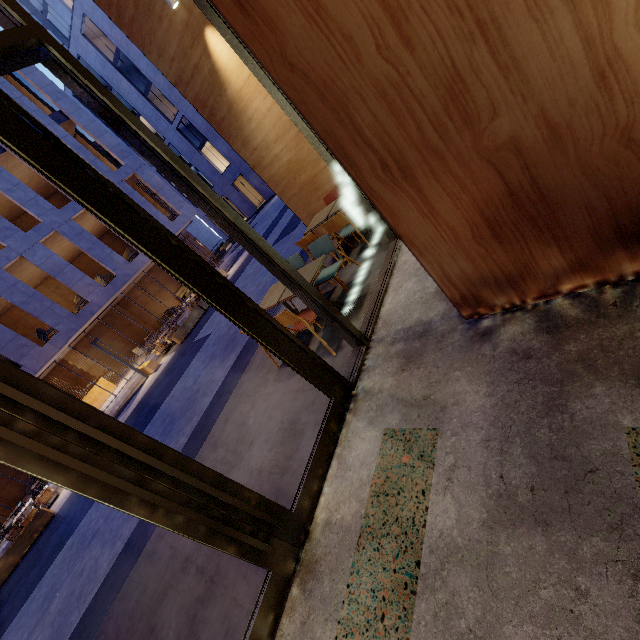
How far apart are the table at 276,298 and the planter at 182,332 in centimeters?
1146cm

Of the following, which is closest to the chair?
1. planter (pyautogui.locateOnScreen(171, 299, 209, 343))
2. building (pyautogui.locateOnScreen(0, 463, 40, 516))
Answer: planter (pyautogui.locateOnScreen(171, 299, 209, 343))

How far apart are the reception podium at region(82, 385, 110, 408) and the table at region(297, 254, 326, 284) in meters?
21.0 m

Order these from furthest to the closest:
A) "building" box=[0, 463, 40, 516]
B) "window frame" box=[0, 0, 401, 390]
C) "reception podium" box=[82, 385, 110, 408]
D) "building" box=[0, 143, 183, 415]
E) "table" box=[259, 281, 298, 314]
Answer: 1. "reception podium" box=[82, 385, 110, 408]
2. "building" box=[0, 463, 40, 516]
3. "building" box=[0, 143, 183, 415]
4. "table" box=[259, 281, 298, 314]
5. "window frame" box=[0, 0, 401, 390]

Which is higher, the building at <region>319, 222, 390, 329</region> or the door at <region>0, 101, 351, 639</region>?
the door at <region>0, 101, 351, 639</region>

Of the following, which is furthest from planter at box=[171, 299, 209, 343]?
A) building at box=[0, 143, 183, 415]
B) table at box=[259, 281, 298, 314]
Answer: table at box=[259, 281, 298, 314]

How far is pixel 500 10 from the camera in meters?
1.4 m

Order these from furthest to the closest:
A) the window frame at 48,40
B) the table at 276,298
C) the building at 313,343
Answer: the table at 276,298 → the building at 313,343 → the window frame at 48,40
